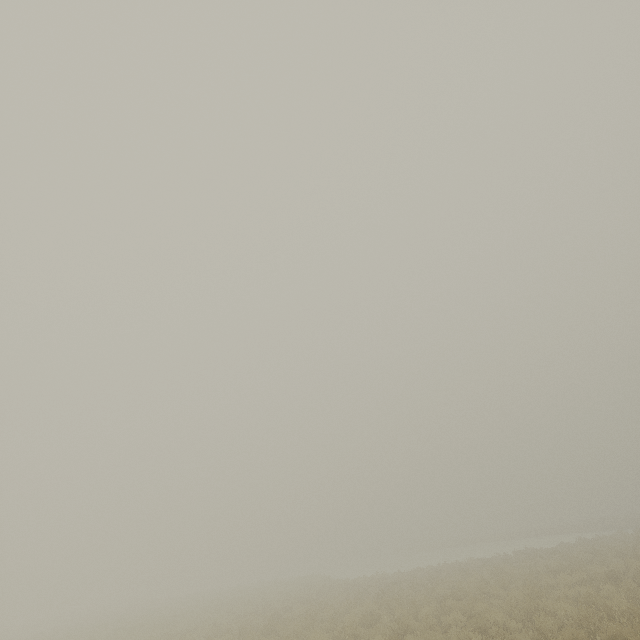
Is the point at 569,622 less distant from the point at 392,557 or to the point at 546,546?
the point at 546,546
